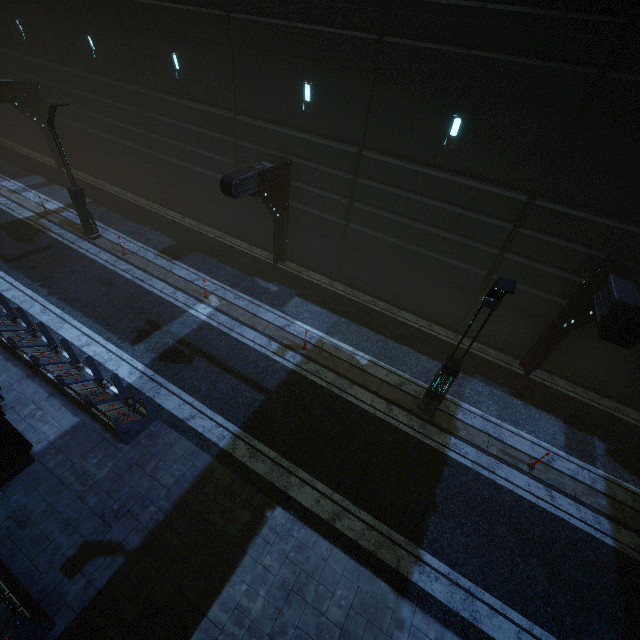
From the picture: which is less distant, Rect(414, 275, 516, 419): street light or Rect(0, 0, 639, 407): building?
Rect(414, 275, 516, 419): street light

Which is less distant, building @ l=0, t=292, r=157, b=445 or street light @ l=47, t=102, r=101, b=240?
building @ l=0, t=292, r=157, b=445

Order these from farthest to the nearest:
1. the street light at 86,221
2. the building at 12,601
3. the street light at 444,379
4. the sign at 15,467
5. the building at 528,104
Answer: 1. the street light at 86,221
2. the building at 528,104
3. the sign at 15,467
4. the street light at 444,379
5. the building at 12,601

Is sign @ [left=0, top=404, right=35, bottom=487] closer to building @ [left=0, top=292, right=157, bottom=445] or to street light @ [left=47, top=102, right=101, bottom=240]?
building @ [left=0, top=292, right=157, bottom=445]

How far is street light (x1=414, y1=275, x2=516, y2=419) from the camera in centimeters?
671cm

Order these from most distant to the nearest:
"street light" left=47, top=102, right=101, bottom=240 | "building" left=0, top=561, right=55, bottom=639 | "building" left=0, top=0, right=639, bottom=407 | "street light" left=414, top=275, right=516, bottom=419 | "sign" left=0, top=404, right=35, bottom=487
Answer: "street light" left=47, top=102, right=101, bottom=240, "building" left=0, top=0, right=639, bottom=407, "sign" left=0, top=404, right=35, bottom=487, "street light" left=414, top=275, right=516, bottom=419, "building" left=0, top=561, right=55, bottom=639

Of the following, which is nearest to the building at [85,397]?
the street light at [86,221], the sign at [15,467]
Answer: the sign at [15,467]

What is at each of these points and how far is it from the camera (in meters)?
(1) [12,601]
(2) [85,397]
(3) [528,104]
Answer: (1) building, 5.84
(2) building, 8.41
(3) building, 8.96
